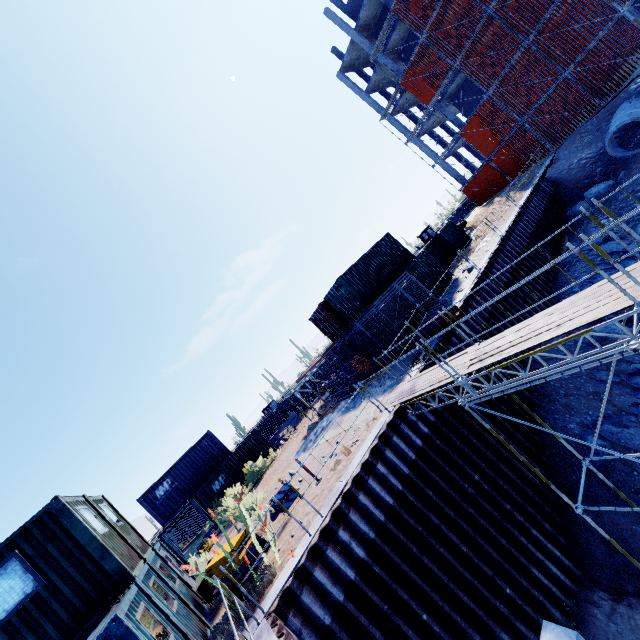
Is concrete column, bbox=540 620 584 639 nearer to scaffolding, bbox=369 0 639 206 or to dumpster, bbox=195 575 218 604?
scaffolding, bbox=369 0 639 206

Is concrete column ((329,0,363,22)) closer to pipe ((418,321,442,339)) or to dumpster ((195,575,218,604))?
pipe ((418,321,442,339))

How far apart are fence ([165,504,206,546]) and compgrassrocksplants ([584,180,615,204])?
34.8m

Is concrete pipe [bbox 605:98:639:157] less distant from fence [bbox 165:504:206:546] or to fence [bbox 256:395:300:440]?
fence [bbox 256:395:300:440]

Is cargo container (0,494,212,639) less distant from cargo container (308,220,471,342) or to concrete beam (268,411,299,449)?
concrete beam (268,411,299,449)

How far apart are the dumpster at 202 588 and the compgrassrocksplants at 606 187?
27.4 meters

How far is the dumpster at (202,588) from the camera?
10.0 meters

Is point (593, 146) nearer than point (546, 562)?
No
